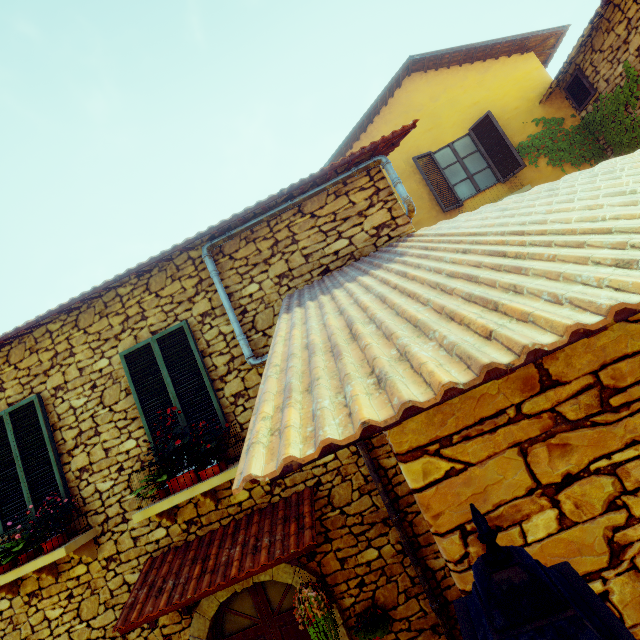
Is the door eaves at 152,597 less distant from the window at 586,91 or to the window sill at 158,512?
the window sill at 158,512

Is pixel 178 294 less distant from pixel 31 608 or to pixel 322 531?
pixel 322 531

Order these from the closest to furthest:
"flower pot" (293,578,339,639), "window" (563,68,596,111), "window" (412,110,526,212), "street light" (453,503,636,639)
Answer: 1. "street light" (453,503,636,639)
2. "flower pot" (293,578,339,639)
3. "window" (563,68,596,111)
4. "window" (412,110,526,212)

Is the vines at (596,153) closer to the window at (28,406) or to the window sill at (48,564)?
the window at (28,406)

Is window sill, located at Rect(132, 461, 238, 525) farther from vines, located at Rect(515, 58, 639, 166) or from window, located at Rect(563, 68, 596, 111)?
window, located at Rect(563, 68, 596, 111)

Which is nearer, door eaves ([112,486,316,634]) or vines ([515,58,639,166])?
door eaves ([112,486,316,634])

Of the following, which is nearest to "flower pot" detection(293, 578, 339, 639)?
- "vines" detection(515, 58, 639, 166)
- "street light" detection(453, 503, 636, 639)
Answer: "street light" detection(453, 503, 636, 639)

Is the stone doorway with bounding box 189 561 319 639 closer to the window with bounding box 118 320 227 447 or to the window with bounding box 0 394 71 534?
the window with bounding box 118 320 227 447
